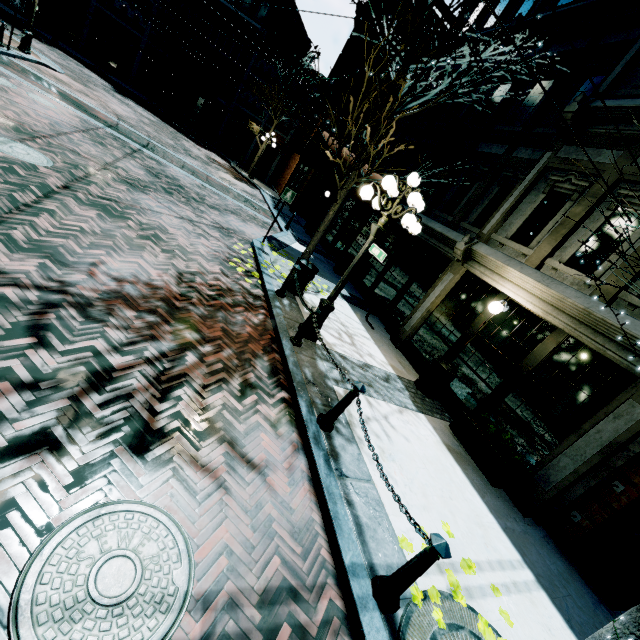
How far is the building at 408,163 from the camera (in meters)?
13.39

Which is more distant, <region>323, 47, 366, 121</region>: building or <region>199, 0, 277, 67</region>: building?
<region>199, 0, 277, 67</region>: building

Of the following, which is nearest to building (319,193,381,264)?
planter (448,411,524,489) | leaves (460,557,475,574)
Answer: planter (448,411,524,489)

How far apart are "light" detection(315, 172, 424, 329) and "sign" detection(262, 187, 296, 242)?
4.7 meters

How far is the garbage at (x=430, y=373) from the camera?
7.5 meters

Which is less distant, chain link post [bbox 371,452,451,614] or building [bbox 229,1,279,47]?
chain link post [bbox 371,452,451,614]

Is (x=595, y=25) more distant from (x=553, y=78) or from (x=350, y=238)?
(x=350, y=238)
